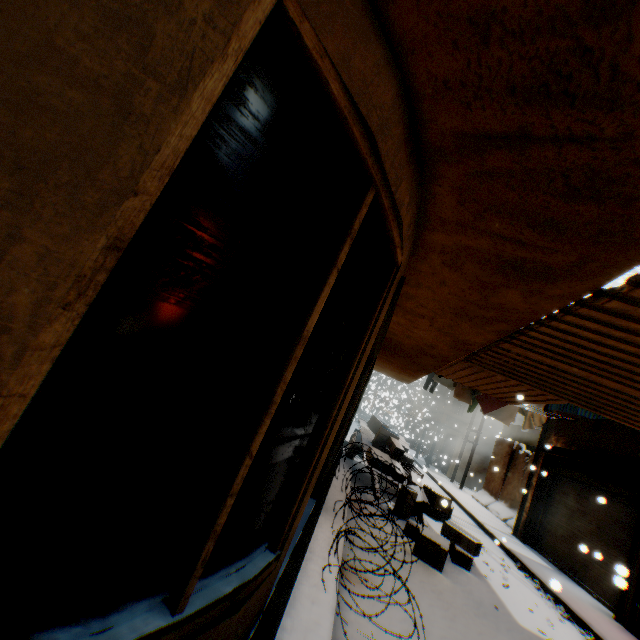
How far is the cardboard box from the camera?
5.7 meters

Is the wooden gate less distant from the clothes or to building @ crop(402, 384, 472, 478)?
building @ crop(402, 384, 472, 478)

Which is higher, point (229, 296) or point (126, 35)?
point (126, 35)

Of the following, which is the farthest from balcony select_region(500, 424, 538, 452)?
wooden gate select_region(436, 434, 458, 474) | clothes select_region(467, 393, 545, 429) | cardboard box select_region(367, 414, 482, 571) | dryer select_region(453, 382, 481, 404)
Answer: wooden gate select_region(436, 434, 458, 474)

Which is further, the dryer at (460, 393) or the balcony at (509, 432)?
the balcony at (509, 432)

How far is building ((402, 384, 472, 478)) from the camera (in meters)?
22.08

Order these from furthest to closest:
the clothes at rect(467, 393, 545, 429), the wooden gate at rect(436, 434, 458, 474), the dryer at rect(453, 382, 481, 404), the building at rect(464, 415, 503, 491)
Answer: the wooden gate at rect(436, 434, 458, 474) < the building at rect(464, 415, 503, 491) < the clothes at rect(467, 393, 545, 429) < the dryer at rect(453, 382, 481, 404)

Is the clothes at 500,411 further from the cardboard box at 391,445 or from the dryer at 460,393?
the cardboard box at 391,445
